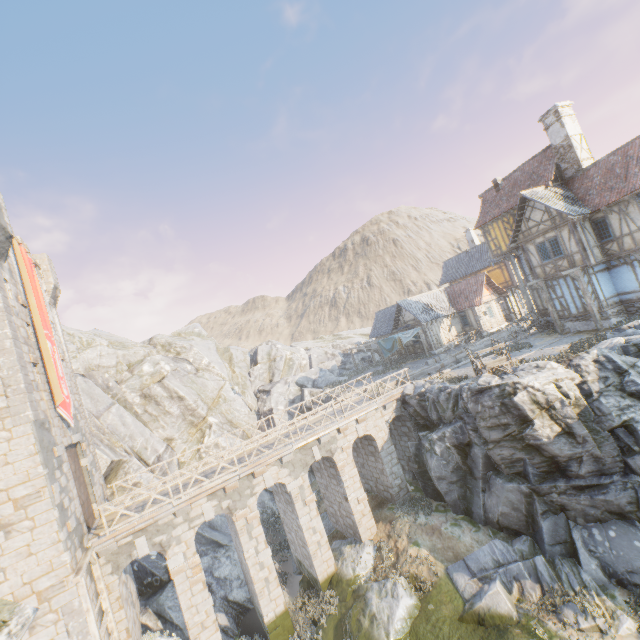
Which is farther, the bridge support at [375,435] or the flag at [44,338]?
the bridge support at [375,435]

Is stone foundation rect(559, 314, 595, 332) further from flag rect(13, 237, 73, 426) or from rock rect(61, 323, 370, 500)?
flag rect(13, 237, 73, 426)

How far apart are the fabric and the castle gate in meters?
25.3

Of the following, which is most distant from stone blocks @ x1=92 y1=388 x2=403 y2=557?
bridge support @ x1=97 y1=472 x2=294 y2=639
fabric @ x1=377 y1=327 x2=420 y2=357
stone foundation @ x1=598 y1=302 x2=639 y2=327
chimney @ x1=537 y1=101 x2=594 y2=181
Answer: chimney @ x1=537 y1=101 x2=594 y2=181

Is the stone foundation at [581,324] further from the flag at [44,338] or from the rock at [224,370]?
the flag at [44,338]

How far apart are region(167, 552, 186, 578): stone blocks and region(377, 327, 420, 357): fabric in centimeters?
2283cm

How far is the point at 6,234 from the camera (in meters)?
12.56

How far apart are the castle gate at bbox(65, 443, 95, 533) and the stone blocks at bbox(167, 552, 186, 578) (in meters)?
3.45
